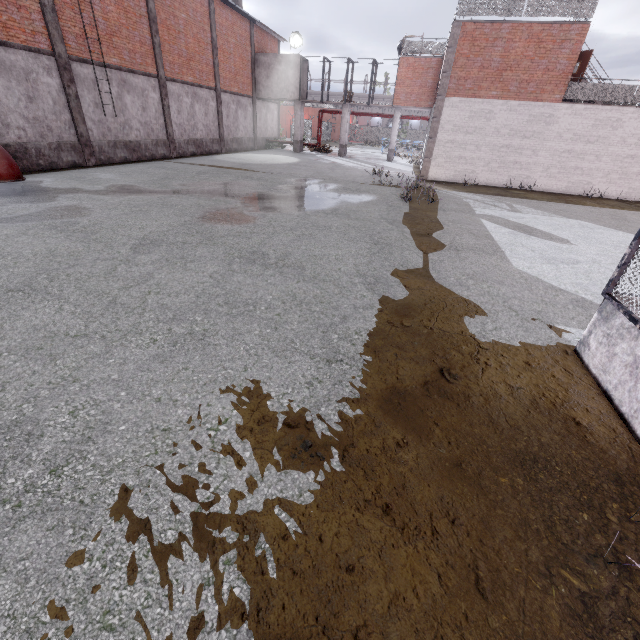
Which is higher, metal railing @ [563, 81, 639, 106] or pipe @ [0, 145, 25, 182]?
metal railing @ [563, 81, 639, 106]

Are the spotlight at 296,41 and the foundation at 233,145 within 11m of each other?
yes

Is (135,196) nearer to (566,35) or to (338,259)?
(338,259)

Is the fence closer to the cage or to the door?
the cage

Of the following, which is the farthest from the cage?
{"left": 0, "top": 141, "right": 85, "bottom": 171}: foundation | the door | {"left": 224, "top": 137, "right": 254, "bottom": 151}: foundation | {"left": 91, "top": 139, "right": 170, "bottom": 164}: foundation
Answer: {"left": 0, "top": 141, "right": 85, "bottom": 171}: foundation

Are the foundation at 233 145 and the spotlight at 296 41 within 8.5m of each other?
yes

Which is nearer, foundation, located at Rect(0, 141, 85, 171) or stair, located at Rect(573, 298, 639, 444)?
stair, located at Rect(573, 298, 639, 444)

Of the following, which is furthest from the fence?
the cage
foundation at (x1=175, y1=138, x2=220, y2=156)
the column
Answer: the column
